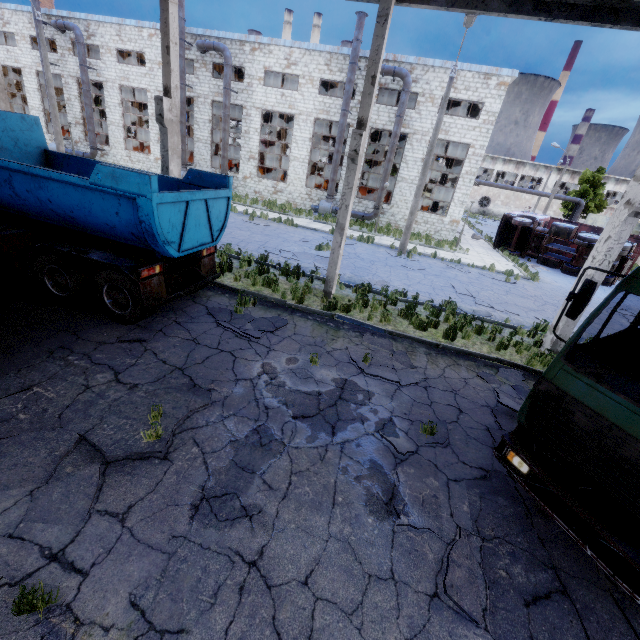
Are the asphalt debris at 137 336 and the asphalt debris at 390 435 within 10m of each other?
yes

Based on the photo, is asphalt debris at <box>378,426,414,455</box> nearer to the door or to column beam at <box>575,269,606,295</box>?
column beam at <box>575,269,606,295</box>

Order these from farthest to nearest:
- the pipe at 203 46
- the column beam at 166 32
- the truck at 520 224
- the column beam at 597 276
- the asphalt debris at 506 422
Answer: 1. the pipe at 203 46
2. the truck at 520 224
3. the column beam at 166 32
4. the column beam at 597 276
5. the asphalt debris at 506 422

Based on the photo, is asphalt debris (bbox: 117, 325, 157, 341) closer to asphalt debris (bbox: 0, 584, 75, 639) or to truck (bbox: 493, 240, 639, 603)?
asphalt debris (bbox: 0, 584, 75, 639)

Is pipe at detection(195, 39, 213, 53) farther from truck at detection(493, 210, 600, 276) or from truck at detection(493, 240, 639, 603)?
truck at detection(493, 240, 639, 603)

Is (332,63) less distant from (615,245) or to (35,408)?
(615,245)

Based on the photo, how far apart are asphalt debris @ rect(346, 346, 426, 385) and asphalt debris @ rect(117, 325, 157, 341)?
4.38m

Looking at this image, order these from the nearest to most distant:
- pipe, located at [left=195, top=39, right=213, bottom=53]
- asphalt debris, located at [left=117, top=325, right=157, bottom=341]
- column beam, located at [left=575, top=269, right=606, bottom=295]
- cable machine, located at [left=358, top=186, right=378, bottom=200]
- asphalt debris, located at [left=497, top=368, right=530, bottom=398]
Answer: asphalt debris, located at [left=117, top=325, right=157, bottom=341]
asphalt debris, located at [left=497, top=368, right=530, bottom=398]
column beam, located at [left=575, top=269, right=606, bottom=295]
pipe, located at [left=195, top=39, right=213, bottom=53]
cable machine, located at [left=358, top=186, right=378, bottom=200]
